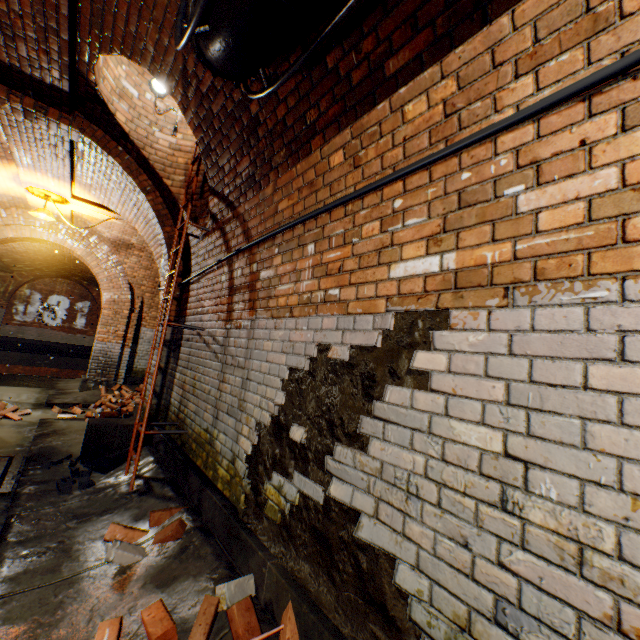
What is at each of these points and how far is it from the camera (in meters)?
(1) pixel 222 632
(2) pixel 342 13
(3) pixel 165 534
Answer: (1) building tunnel, 1.80
(2) pipe railing, 1.45
(3) bricks, 2.59

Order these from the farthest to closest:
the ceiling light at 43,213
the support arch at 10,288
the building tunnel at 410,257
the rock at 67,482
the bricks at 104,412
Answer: the support arch at 10,288 → the ceiling light at 43,213 → the bricks at 104,412 → the rock at 67,482 → the building tunnel at 410,257

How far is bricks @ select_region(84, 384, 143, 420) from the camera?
5.9m

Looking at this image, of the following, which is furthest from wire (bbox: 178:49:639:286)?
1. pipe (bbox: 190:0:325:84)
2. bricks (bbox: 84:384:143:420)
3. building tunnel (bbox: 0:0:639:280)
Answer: bricks (bbox: 84:384:143:420)

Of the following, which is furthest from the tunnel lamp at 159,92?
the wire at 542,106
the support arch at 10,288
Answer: the support arch at 10,288

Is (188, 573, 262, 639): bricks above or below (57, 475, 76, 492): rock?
above

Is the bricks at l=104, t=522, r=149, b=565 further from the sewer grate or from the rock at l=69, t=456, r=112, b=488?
the sewer grate

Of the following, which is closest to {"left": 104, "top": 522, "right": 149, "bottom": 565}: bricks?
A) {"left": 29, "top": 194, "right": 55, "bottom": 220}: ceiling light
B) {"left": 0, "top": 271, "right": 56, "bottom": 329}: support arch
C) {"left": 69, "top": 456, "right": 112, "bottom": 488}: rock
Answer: {"left": 69, "top": 456, "right": 112, "bottom": 488}: rock
